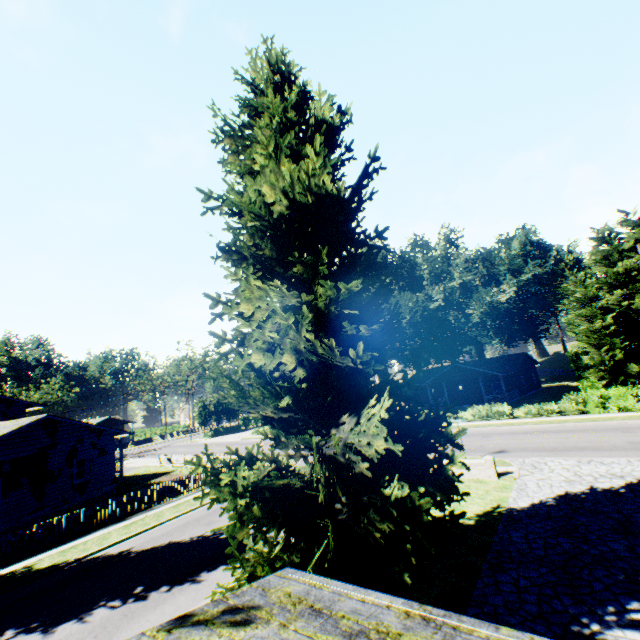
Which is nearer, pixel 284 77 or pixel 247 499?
pixel 247 499

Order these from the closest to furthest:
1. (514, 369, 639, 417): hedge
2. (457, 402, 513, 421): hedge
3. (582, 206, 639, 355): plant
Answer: (514, 369, 639, 417): hedge
(457, 402, 513, 421): hedge
(582, 206, 639, 355): plant

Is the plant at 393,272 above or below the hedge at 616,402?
above

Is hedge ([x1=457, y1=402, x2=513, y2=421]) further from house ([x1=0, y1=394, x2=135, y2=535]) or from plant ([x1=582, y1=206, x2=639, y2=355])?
house ([x1=0, y1=394, x2=135, y2=535])

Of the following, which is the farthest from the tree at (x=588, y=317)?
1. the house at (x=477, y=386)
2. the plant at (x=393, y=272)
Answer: the house at (x=477, y=386)

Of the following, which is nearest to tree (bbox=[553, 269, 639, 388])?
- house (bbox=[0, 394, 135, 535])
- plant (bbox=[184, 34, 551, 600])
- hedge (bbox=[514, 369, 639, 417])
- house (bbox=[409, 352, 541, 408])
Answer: hedge (bbox=[514, 369, 639, 417])

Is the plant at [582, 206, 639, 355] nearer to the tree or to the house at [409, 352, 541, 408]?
the tree

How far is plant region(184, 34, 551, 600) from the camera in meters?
6.7
